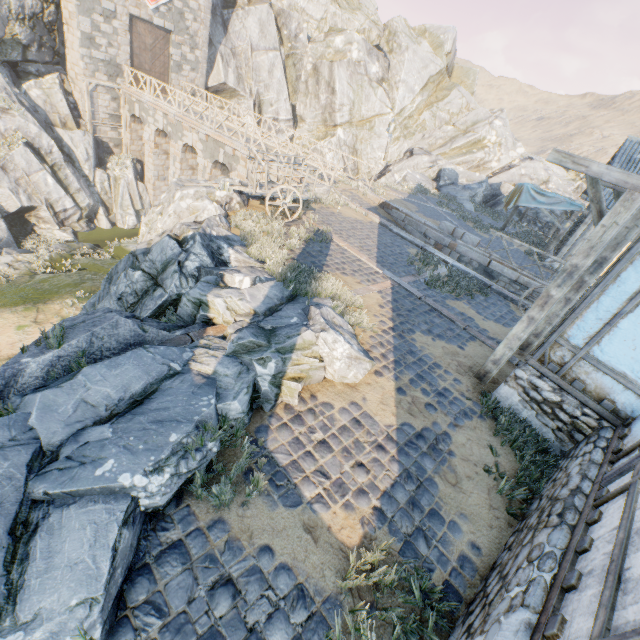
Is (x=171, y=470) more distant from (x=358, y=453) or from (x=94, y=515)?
(x=358, y=453)

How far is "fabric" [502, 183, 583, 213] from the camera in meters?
16.3

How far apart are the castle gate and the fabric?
25.3m

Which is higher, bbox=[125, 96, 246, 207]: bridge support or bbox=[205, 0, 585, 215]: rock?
bbox=[205, 0, 585, 215]: rock

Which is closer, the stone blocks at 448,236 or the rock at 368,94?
the stone blocks at 448,236

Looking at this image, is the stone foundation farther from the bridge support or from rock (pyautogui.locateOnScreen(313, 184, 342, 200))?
the bridge support

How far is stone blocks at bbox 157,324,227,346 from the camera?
5.0 meters

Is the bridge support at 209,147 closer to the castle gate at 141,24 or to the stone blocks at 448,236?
the castle gate at 141,24
